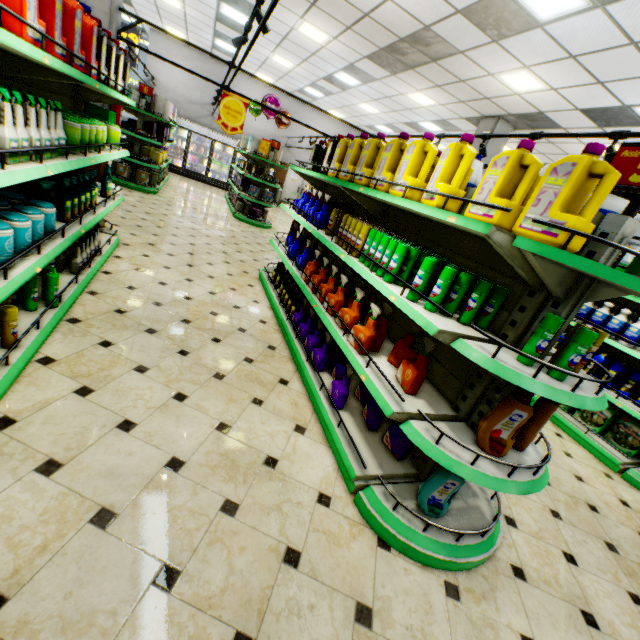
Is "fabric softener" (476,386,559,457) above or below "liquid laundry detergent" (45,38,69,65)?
below

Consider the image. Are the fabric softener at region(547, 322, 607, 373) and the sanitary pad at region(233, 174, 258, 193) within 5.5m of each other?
no

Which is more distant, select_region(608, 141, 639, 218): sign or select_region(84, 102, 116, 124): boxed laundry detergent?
select_region(84, 102, 116, 124): boxed laundry detergent

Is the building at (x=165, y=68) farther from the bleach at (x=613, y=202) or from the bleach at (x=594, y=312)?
the bleach at (x=613, y=202)

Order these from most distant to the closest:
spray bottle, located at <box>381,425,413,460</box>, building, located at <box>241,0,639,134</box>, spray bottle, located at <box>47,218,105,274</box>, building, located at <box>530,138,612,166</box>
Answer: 1. building, located at <box>530,138,612,166</box>
2. building, located at <box>241,0,639,134</box>
3. spray bottle, located at <box>47,218,105,274</box>
4. spray bottle, located at <box>381,425,413,460</box>

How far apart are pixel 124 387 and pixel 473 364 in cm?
255

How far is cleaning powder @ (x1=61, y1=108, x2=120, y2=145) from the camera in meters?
2.5

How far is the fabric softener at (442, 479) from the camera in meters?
2.0
